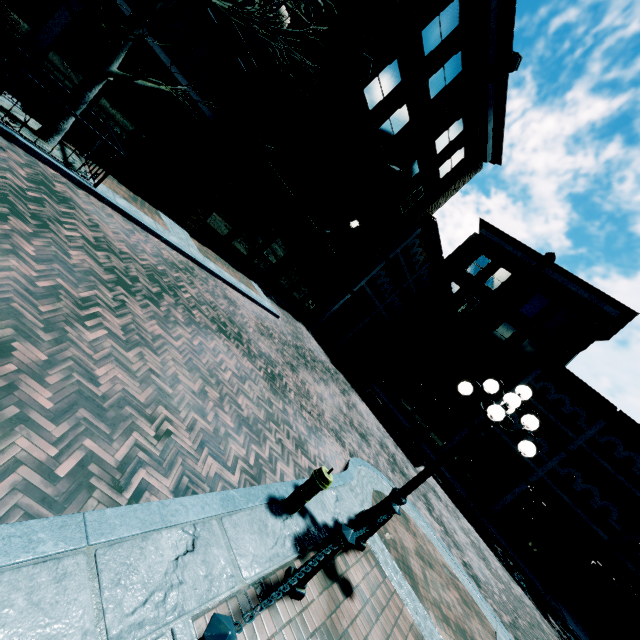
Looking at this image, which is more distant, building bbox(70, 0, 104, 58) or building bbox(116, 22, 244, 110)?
building bbox(116, 22, 244, 110)

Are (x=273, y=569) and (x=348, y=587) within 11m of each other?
yes

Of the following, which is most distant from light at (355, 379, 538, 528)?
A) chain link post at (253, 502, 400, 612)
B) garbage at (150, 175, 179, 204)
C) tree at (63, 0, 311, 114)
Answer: garbage at (150, 175, 179, 204)

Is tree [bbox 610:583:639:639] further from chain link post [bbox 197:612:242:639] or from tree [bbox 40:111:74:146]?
tree [bbox 40:111:74:146]

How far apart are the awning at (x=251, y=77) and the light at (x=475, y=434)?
13.41m

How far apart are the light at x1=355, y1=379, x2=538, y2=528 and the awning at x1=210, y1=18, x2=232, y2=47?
13.4 meters

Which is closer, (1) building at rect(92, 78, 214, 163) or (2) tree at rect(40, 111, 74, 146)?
(2) tree at rect(40, 111, 74, 146)

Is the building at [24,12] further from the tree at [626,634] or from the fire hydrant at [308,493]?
the fire hydrant at [308,493]
